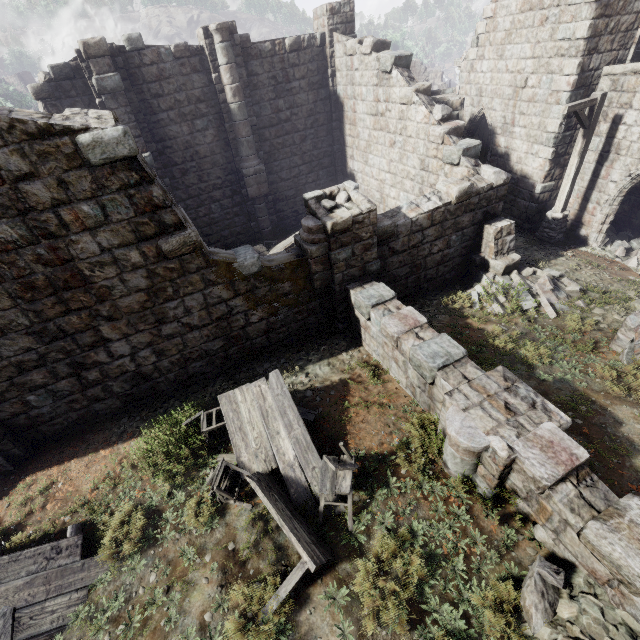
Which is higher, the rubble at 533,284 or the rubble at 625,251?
the rubble at 533,284

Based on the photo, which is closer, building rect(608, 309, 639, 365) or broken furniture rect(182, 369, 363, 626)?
broken furniture rect(182, 369, 363, 626)

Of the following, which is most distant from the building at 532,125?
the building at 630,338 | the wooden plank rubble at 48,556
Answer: the building at 630,338

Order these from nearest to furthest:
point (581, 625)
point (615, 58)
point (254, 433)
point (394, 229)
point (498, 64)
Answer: point (581, 625), point (254, 433), point (394, 229), point (615, 58), point (498, 64)

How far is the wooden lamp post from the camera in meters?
9.4

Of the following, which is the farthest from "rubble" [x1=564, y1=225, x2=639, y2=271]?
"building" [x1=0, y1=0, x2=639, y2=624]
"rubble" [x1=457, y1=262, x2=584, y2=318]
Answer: "rubble" [x1=457, y1=262, x2=584, y2=318]

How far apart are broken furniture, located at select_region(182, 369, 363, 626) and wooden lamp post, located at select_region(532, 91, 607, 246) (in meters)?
10.90

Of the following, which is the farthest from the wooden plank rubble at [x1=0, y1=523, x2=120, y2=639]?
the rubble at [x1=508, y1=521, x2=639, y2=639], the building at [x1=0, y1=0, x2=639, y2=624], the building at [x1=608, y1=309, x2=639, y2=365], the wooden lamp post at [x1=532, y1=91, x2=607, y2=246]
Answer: the wooden lamp post at [x1=532, y1=91, x2=607, y2=246]
